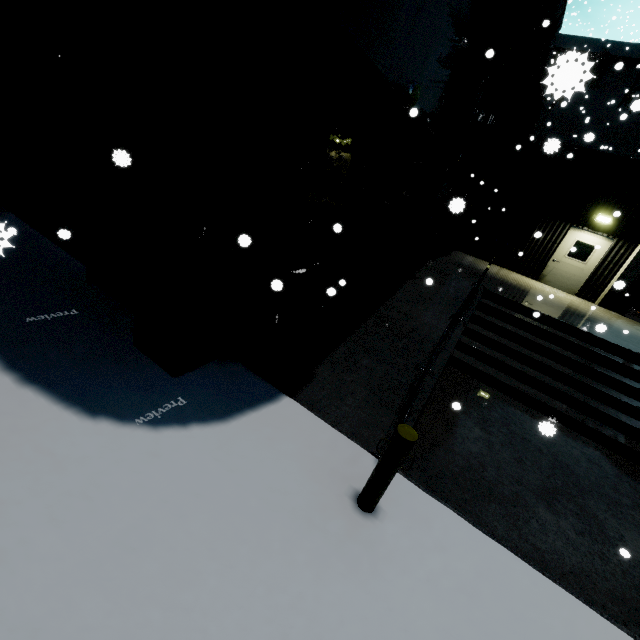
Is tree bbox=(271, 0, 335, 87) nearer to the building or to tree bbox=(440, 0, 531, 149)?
the building

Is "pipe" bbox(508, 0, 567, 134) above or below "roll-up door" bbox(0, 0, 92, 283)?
above

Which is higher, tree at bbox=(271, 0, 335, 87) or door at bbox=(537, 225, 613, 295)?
tree at bbox=(271, 0, 335, 87)

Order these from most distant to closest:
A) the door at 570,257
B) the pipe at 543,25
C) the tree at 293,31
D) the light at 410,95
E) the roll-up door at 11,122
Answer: the door at 570,257 → the pipe at 543,25 → the light at 410,95 → the roll-up door at 11,122 → the tree at 293,31

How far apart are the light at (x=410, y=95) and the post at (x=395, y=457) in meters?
6.6 m

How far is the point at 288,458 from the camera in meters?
3.9 m

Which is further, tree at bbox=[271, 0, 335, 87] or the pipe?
the pipe

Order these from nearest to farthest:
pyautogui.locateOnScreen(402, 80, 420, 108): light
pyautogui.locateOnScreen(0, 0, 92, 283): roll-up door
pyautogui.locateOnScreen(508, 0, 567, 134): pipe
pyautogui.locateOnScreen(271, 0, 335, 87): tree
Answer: pyautogui.locateOnScreen(271, 0, 335, 87): tree → pyautogui.locateOnScreen(0, 0, 92, 283): roll-up door → pyautogui.locateOnScreen(402, 80, 420, 108): light → pyautogui.locateOnScreen(508, 0, 567, 134): pipe
